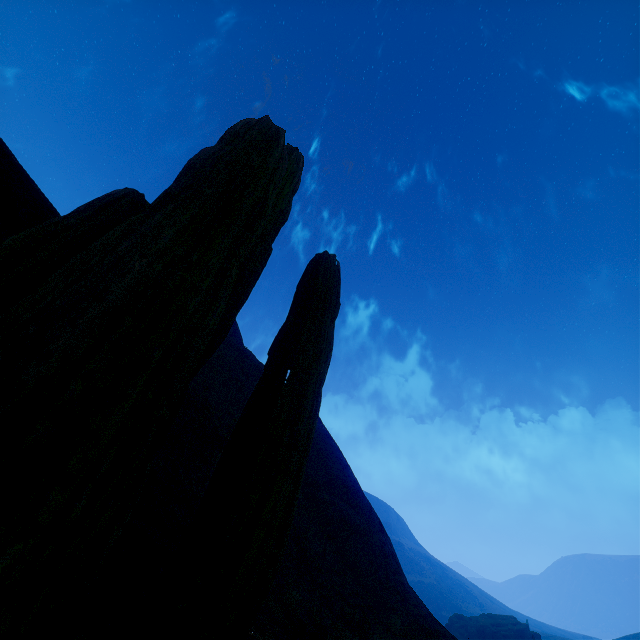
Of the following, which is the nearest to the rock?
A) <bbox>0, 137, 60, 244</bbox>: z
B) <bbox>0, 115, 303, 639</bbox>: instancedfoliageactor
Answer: <bbox>0, 137, 60, 244</bbox>: z

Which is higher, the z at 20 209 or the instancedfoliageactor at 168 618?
the z at 20 209

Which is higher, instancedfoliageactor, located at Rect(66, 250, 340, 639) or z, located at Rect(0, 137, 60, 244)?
z, located at Rect(0, 137, 60, 244)

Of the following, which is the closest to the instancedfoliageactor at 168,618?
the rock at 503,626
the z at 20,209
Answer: the z at 20,209

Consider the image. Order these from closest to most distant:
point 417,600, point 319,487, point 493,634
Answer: point 417,600 → point 319,487 → point 493,634

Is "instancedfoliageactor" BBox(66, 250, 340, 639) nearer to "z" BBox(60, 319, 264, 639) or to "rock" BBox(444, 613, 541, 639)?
"z" BBox(60, 319, 264, 639)

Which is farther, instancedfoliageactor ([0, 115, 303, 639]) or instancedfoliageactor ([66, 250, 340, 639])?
instancedfoliageactor ([66, 250, 340, 639])
